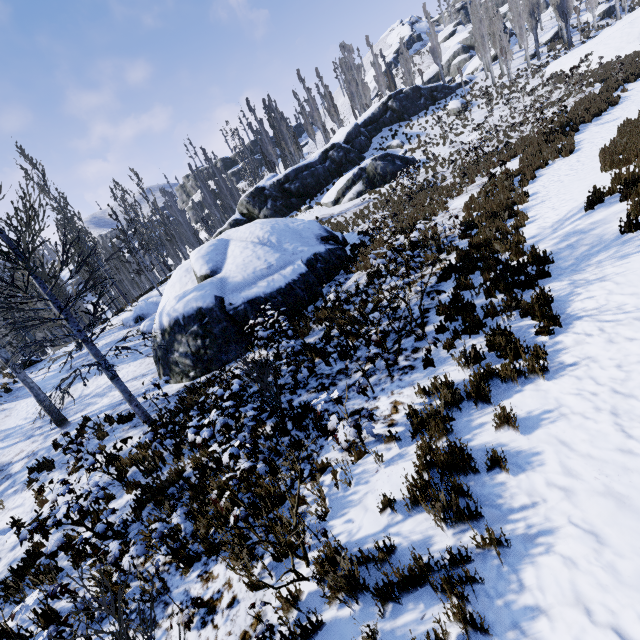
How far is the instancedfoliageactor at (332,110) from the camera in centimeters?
4394cm

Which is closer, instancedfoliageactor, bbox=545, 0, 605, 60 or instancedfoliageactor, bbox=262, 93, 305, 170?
instancedfoliageactor, bbox=545, 0, 605, 60

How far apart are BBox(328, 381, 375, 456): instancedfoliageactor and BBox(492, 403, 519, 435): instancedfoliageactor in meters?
1.6 m

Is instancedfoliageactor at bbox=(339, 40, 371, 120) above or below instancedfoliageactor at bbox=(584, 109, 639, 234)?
above

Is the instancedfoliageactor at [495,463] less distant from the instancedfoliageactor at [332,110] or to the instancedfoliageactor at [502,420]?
the instancedfoliageactor at [502,420]

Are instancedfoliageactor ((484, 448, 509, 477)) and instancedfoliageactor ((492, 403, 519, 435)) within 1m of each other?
yes

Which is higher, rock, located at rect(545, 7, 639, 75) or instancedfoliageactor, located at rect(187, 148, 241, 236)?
instancedfoliageactor, located at rect(187, 148, 241, 236)

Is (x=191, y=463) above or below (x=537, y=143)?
below
